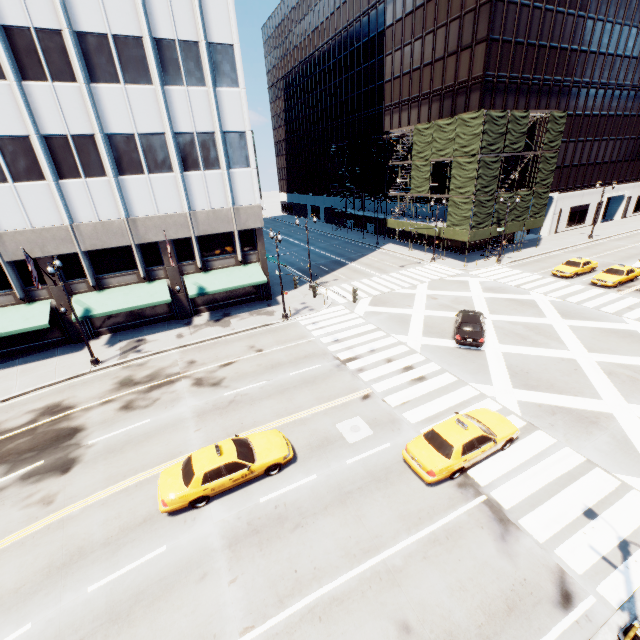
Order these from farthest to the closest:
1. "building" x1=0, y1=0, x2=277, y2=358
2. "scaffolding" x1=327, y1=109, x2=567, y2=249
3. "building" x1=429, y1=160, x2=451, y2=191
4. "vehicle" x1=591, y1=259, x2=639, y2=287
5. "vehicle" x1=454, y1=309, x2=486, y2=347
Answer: "building" x1=429, y1=160, x2=451, y2=191 < "scaffolding" x1=327, y1=109, x2=567, y2=249 < "vehicle" x1=591, y1=259, x2=639, y2=287 < "vehicle" x1=454, y1=309, x2=486, y2=347 < "building" x1=0, y1=0, x2=277, y2=358

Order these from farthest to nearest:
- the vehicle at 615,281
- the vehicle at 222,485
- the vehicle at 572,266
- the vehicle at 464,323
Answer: the vehicle at 572,266
the vehicle at 615,281
the vehicle at 464,323
the vehicle at 222,485

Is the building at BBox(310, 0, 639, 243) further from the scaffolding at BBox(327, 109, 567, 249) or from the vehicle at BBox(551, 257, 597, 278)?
the vehicle at BBox(551, 257, 597, 278)

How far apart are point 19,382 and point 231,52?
27.2 meters

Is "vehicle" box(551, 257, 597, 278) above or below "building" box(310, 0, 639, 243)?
below

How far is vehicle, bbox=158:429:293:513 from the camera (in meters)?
11.92

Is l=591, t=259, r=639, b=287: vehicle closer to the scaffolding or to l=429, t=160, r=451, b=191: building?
the scaffolding

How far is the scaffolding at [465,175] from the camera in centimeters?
3381cm
